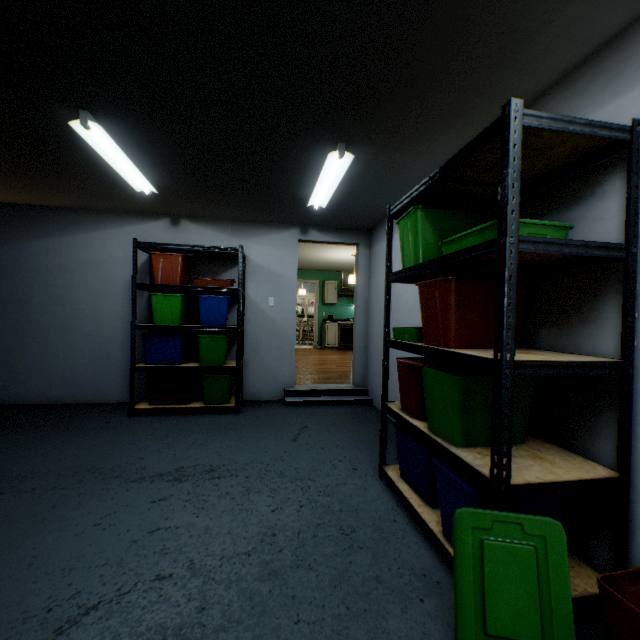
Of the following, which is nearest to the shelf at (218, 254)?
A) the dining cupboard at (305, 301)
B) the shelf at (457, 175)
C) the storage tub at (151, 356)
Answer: the storage tub at (151, 356)

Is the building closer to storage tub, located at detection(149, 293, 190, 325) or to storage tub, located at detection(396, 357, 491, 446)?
storage tub, located at detection(149, 293, 190, 325)

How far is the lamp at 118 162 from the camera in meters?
2.1

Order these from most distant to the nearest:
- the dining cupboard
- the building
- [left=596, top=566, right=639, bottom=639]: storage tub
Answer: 1. the dining cupboard
2. the building
3. [left=596, top=566, right=639, bottom=639]: storage tub

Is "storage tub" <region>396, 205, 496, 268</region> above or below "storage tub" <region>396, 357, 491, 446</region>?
above

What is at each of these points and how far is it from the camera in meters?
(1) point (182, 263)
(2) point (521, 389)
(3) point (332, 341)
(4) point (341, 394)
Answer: (1) storage tub, 3.8
(2) storage tub, 1.6
(3) cabinet, 9.8
(4) building, 4.5

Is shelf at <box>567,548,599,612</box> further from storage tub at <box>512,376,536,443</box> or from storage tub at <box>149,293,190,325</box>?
storage tub at <box>149,293,190,325</box>

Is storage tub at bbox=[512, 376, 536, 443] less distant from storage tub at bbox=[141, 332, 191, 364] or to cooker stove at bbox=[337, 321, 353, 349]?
storage tub at bbox=[141, 332, 191, 364]
